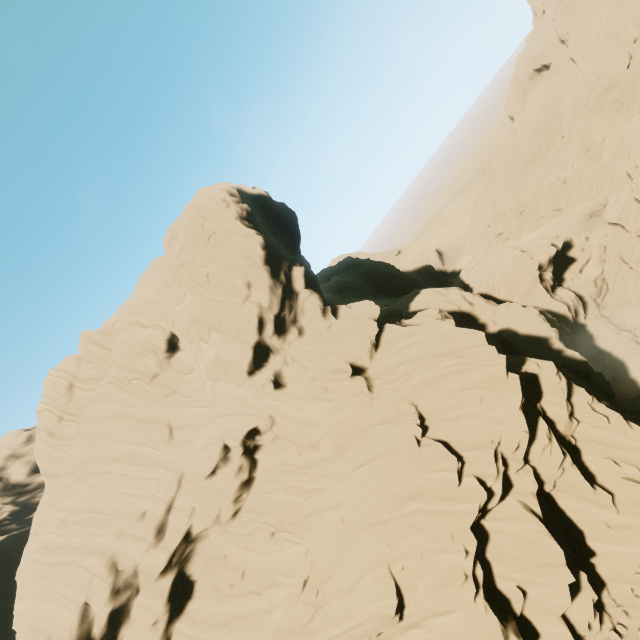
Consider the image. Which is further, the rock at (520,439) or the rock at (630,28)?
the rock at (630,28)

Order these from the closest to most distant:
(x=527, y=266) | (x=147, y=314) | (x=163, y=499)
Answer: (x=163, y=499) → (x=147, y=314) → (x=527, y=266)

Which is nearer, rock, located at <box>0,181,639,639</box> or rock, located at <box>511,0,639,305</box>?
rock, located at <box>0,181,639,639</box>
